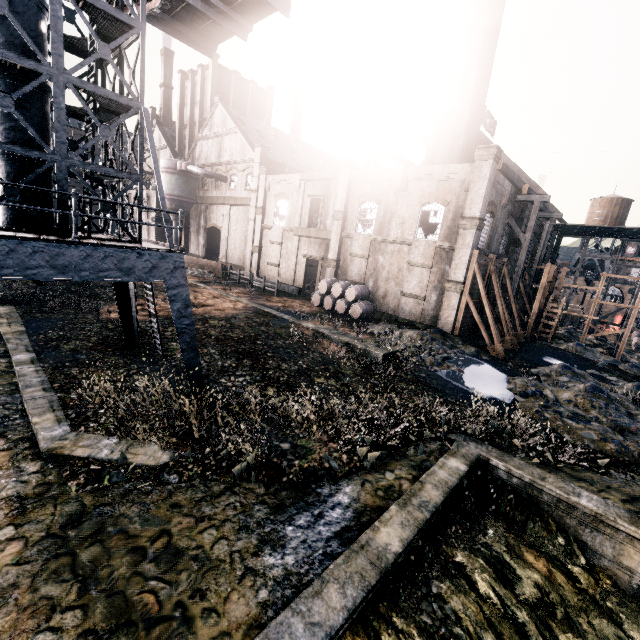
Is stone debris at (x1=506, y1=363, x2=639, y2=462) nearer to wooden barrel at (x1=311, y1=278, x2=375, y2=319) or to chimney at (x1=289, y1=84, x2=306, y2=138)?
wooden barrel at (x1=311, y1=278, x2=375, y2=319)

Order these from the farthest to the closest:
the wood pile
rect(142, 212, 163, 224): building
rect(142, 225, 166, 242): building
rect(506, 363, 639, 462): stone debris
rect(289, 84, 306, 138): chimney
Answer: rect(289, 84, 306, 138): chimney → rect(142, 225, 166, 242): building → rect(142, 212, 163, 224): building → the wood pile → rect(506, 363, 639, 462): stone debris

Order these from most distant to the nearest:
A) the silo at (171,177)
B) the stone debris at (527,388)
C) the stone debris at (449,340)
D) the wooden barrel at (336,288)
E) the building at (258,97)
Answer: the silo at (171,177), the wooden barrel at (336,288), the building at (258,97), the stone debris at (449,340), the stone debris at (527,388)

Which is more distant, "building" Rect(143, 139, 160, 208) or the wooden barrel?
"building" Rect(143, 139, 160, 208)

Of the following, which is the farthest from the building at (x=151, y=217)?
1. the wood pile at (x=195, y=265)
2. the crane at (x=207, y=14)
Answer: the crane at (x=207, y=14)

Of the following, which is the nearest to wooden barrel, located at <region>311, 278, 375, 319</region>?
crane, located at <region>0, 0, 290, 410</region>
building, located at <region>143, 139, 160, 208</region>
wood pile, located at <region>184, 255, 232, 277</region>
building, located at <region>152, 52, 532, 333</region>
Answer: building, located at <region>143, 139, 160, 208</region>

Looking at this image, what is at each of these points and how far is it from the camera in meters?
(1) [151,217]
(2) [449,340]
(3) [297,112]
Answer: (1) building, 48.6 m
(2) stone debris, 22.7 m
(3) chimney, 58.4 m

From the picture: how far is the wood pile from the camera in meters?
38.2
